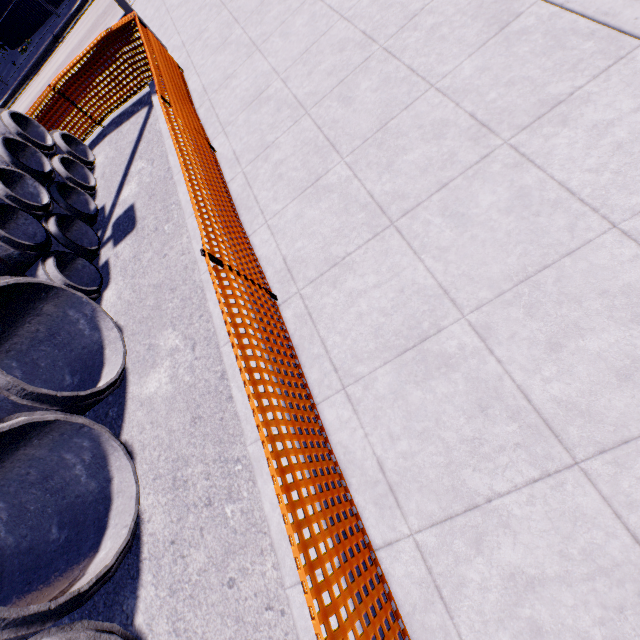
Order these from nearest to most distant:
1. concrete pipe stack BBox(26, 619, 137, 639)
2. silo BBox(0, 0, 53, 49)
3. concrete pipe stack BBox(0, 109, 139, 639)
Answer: concrete pipe stack BBox(26, 619, 137, 639)
concrete pipe stack BBox(0, 109, 139, 639)
silo BBox(0, 0, 53, 49)

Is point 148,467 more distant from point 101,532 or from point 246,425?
point 246,425

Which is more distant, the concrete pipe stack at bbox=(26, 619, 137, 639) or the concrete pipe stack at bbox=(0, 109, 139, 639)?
the concrete pipe stack at bbox=(0, 109, 139, 639)

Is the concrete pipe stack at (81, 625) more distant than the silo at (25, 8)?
No

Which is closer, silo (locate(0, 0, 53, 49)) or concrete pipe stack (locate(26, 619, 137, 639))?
concrete pipe stack (locate(26, 619, 137, 639))

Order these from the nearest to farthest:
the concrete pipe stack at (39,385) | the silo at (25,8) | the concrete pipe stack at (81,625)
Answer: the concrete pipe stack at (81,625), the concrete pipe stack at (39,385), the silo at (25,8)
